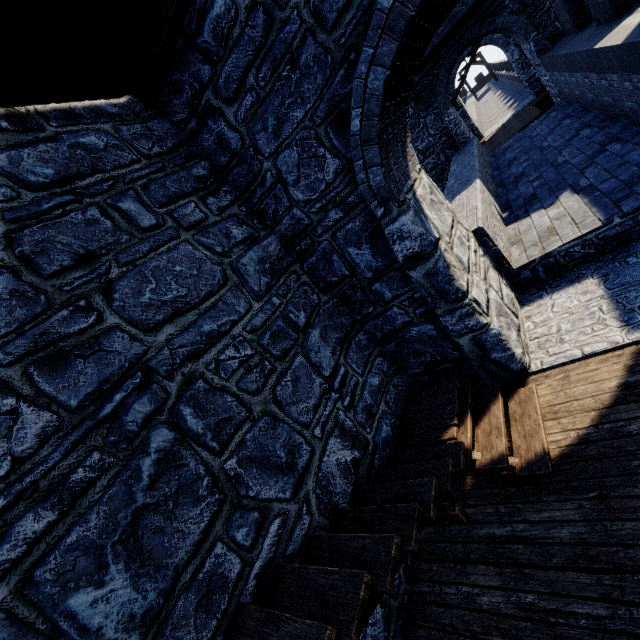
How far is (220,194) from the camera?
4.1 meters
